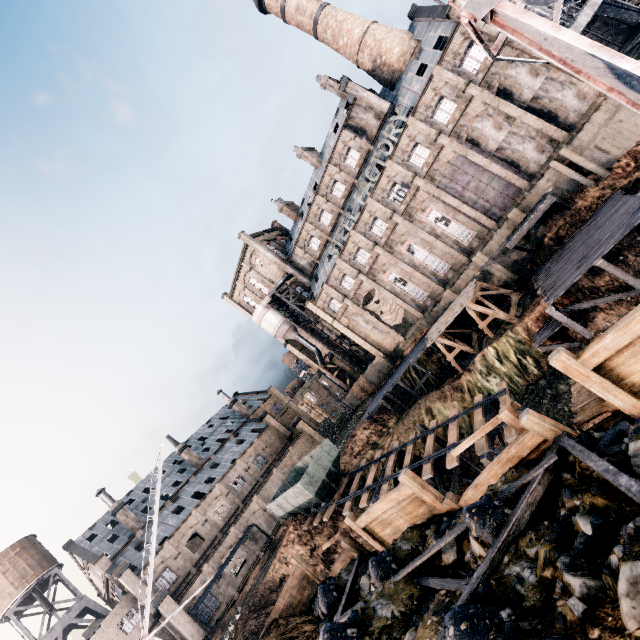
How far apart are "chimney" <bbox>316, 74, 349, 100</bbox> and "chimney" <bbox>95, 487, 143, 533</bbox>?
62.2 meters

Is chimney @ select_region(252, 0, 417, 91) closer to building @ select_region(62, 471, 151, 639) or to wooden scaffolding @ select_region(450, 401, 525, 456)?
wooden scaffolding @ select_region(450, 401, 525, 456)

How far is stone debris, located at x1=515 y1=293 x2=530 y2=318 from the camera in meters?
28.3 m

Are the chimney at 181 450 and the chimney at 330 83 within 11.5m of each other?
no

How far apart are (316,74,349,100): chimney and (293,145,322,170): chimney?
7.55m

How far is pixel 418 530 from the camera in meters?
11.7 m

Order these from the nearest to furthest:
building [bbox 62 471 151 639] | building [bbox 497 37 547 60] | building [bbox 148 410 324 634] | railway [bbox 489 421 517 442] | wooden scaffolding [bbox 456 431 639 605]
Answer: wooden scaffolding [bbox 456 431 639 605], railway [bbox 489 421 517 442], building [bbox 497 37 547 60], building [bbox 62 471 151 639], building [bbox 148 410 324 634]

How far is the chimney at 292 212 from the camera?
53.3 meters
